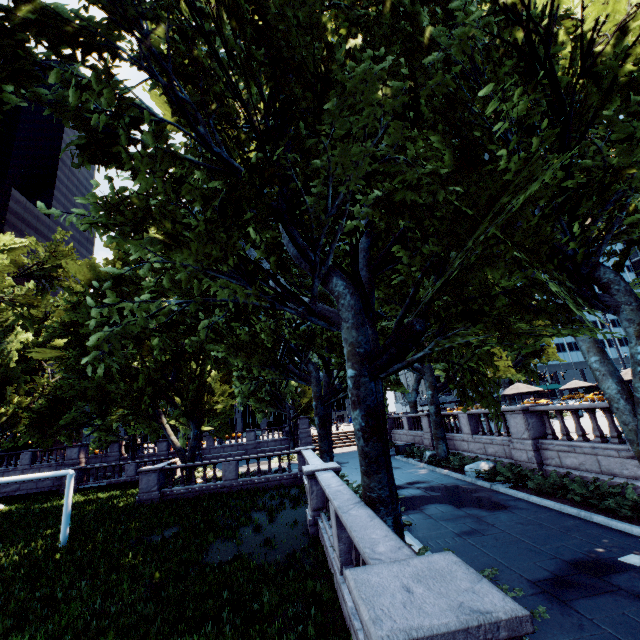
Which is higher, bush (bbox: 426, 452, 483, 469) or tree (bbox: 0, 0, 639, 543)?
tree (bbox: 0, 0, 639, 543)

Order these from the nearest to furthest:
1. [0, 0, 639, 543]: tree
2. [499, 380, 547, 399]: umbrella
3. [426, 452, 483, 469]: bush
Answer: [0, 0, 639, 543]: tree
[426, 452, 483, 469]: bush
[499, 380, 547, 399]: umbrella

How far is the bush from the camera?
17.08m

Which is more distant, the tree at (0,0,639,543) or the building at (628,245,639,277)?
the building at (628,245,639,277)

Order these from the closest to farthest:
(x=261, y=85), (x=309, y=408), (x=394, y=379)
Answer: (x=261, y=85), (x=394, y=379), (x=309, y=408)

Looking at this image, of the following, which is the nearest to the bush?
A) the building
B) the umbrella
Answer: the umbrella

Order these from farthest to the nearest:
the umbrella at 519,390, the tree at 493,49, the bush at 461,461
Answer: the umbrella at 519,390, the bush at 461,461, the tree at 493,49

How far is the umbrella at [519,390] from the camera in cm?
2106
